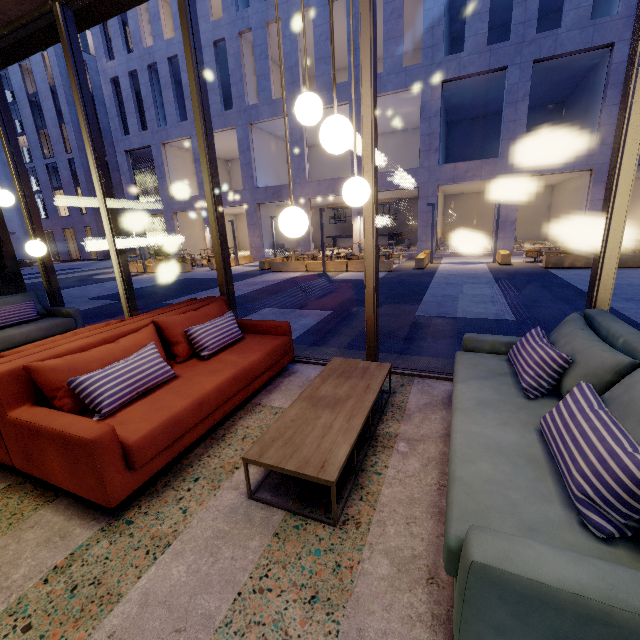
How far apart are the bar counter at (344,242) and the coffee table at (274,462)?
23.71m

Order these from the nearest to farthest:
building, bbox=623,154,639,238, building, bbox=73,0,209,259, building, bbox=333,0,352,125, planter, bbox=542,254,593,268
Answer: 1. planter, bbox=542,254,593,268
2. building, bbox=333,0,352,125
3. building, bbox=623,154,639,238
4. building, bbox=73,0,209,259

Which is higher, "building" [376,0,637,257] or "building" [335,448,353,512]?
"building" [376,0,637,257]

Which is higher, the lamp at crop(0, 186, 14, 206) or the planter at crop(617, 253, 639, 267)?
the lamp at crop(0, 186, 14, 206)

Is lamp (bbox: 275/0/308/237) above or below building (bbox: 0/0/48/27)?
below

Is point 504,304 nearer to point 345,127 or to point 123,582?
point 345,127

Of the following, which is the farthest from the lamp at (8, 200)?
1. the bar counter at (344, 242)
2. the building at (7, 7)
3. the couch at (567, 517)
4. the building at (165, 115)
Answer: the bar counter at (344, 242)

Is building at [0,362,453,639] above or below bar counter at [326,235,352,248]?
below
